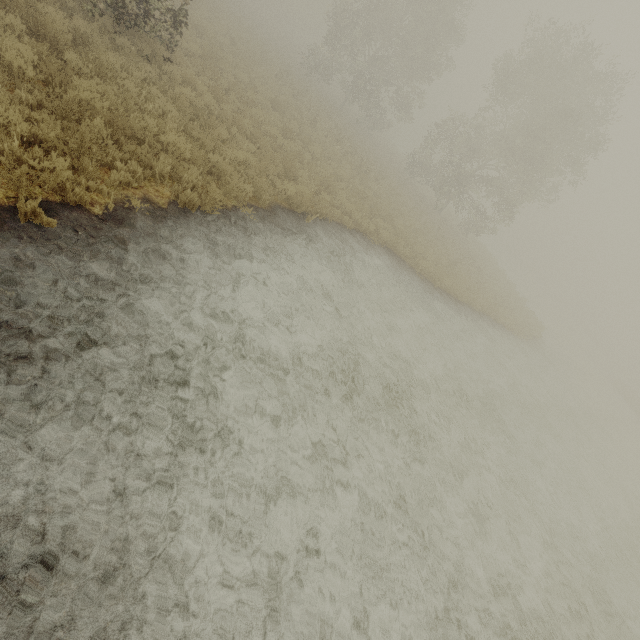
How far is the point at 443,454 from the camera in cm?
774
